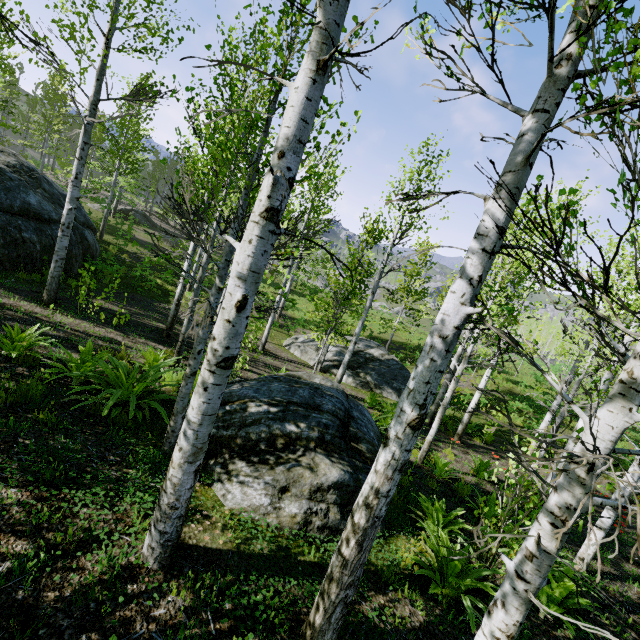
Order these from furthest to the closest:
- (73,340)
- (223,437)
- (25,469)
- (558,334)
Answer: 1. (558,334)
2. (73,340)
3. (223,437)
4. (25,469)

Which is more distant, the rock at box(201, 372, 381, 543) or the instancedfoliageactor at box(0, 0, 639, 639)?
the rock at box(201, 372, 381, 543)

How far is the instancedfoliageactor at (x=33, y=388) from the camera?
4.4 meters

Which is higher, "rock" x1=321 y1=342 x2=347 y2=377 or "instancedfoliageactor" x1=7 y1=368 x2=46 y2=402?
"instancedfoliageactor" x1=7 y1=368 x2=46 y2=402

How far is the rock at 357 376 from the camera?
15.02m

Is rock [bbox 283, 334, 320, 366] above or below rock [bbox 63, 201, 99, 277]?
below

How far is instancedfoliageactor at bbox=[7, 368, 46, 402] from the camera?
4.36m

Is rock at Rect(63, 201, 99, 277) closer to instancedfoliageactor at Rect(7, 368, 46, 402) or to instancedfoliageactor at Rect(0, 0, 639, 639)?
instancedfoliageactor at Rect(0, 0, 639, 639)
